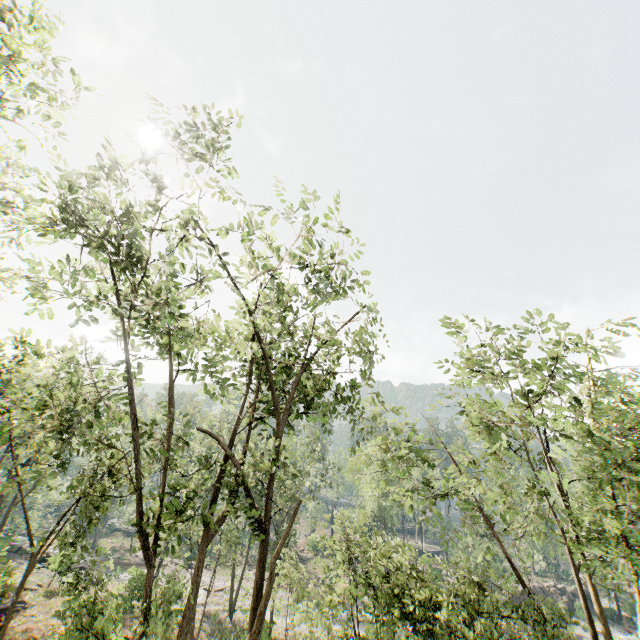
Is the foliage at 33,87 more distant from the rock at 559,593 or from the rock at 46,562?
the rock at 559,593

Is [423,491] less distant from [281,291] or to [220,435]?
[281,291]

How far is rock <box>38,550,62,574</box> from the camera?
28.9m

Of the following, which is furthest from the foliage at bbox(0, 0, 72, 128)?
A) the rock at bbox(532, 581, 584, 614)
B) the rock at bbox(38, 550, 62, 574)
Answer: the rock at bbox(532, 581, 584, 614)

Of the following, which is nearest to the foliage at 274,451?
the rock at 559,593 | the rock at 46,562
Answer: the rock at 46,562

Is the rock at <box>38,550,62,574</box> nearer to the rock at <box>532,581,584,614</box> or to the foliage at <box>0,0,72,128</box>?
the foliage at <box>0,0,72,128</box>
